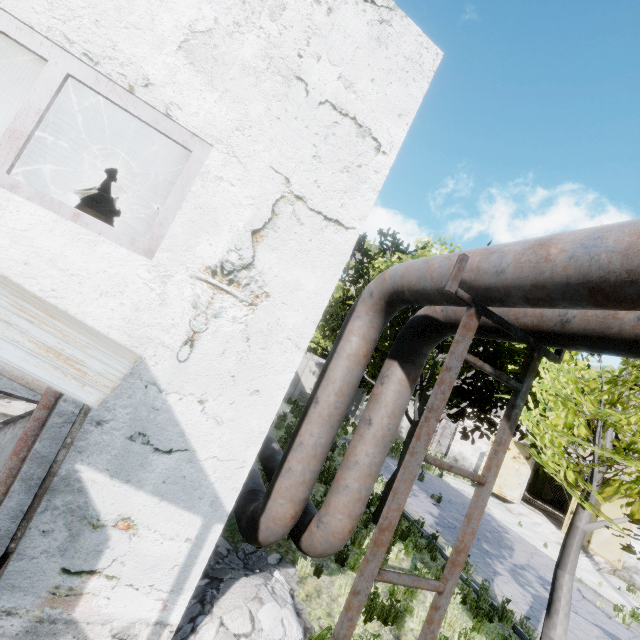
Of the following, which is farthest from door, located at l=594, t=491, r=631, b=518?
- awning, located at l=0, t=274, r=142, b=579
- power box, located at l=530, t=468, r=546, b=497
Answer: awning, located at l=0, t=274, r=142, b=579

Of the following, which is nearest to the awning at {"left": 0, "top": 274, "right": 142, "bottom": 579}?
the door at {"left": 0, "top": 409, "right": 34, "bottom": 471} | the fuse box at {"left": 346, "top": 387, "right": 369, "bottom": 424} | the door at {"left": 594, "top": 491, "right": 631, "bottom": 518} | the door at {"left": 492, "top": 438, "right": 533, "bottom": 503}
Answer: the door at {"left": 0, "top": 409, "right": 34, "bottom": 471}

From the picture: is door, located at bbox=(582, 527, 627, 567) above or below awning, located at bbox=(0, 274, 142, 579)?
below

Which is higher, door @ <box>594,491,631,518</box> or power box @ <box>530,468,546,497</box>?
door @ <box>594,491,631,518</box>

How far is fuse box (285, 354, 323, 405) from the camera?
22.91m

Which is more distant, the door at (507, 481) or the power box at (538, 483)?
the power box at (538, 483)

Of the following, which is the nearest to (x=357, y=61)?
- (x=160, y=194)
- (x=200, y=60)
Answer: (x=200, y=60)

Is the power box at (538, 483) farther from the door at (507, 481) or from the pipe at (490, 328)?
the pipe at (490, 328)
